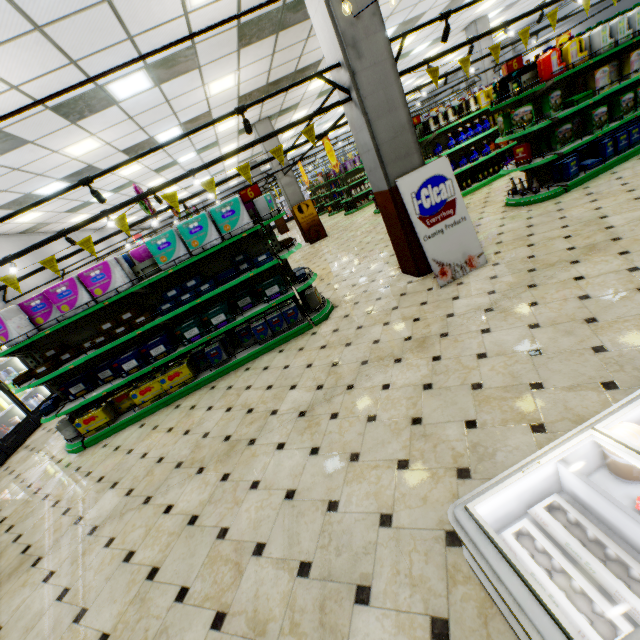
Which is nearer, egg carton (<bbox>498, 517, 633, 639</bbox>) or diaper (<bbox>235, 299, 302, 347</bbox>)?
egg carton (<bbox>498, 517, 633, 639</bbox>)

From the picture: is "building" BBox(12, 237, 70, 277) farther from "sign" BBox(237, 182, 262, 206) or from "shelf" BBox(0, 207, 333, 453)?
"sign" BBox(237, 182, 262, 206)

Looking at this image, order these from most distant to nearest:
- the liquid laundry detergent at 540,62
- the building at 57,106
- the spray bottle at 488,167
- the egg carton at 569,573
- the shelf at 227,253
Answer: the spray bottle at 488,167 → the liquid laundry detergent at 540,62 → the shelf at 227,253 → the building at 57,106 → the egg carton at 569,573

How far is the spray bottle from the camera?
9.26m

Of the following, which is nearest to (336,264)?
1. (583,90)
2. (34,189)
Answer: (583,90)

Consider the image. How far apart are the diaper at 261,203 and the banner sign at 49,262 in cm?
285

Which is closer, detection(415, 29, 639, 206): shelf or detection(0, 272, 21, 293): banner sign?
detection(0, 272, 21, 293): banner sign

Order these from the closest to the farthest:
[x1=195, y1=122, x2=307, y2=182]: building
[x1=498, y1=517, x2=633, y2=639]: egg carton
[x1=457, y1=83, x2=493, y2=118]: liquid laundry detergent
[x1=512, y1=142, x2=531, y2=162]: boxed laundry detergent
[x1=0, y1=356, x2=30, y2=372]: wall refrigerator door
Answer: [x1=498, y1=517, x2=633, y2=639]: egg carton
[x1=512, y1=142, x2=531, y2=162]: boxed laundry detergent
[x1=0, y1=356, x2=30, y2=372]: wall refrigerator door
[x1=457, y1=83, x2=493, y2=118]: liquid laundry detergent
[x1=195, y1=122, x2=307, y2=182]: building
